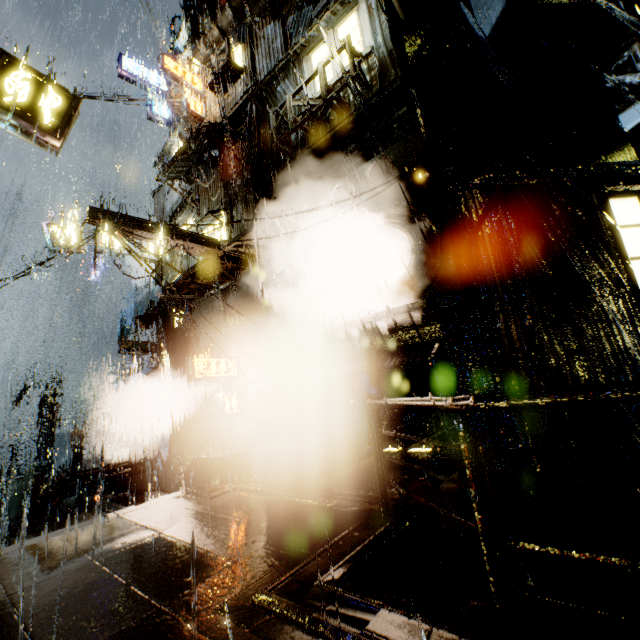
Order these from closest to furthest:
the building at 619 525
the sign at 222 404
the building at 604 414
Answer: the building at 619 525 < the building at 604 414 < the sign at 222 404

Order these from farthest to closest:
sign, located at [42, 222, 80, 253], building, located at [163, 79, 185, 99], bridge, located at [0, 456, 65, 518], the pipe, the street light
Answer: the street light → building, located at [163, 79, 185, 99] → sign, located at [42, 222, 80, 253] → bridge, located at [0, 456, 65, 518] → the pipe

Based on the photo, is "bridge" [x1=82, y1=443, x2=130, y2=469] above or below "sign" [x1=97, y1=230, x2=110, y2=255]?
below

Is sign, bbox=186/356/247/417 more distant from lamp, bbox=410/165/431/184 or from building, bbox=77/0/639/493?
lamp, bbox=410/165/431/184

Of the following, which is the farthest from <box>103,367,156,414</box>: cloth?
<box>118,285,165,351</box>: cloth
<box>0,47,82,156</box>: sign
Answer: <box>0,47,82,156</box>: sign

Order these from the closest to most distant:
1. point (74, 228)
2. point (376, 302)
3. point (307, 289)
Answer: point (376, 302) < point (307, 289) < point (74, 228)

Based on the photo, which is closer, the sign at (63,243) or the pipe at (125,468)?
the pipe at (125,468)

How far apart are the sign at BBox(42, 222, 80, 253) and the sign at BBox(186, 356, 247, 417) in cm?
912
